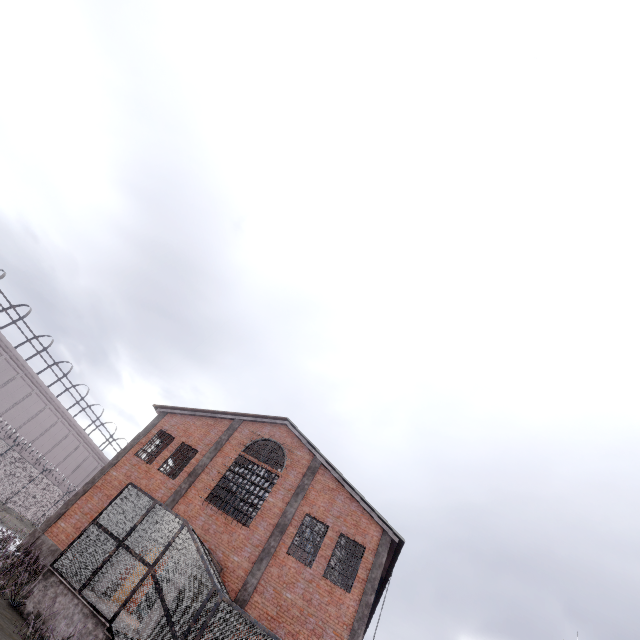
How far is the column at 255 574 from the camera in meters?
14.4

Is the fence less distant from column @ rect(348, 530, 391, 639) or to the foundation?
the foundation

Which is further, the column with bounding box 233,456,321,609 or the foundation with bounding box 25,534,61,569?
the foundation with bounding box 25,534,61,569

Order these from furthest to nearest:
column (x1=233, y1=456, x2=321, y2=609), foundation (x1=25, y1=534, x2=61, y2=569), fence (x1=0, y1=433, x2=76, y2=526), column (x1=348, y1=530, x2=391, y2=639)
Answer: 1. fence (x1=0, y1=433, x2=76, y2=526)
2. foundation (x1=25, y1=534, x2=61, y2=569)
3. column (x1=233, y1=456, x2=321, y2=609)
4. column (x1=348, y1=530, x2=391, y2=639)

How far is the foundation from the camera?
15.51m

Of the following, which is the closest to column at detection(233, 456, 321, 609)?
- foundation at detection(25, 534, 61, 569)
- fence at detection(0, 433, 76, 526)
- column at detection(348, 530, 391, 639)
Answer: column at detection(348, 530, 391, 639)

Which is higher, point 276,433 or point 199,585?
point 276,433

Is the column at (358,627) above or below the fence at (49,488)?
above
